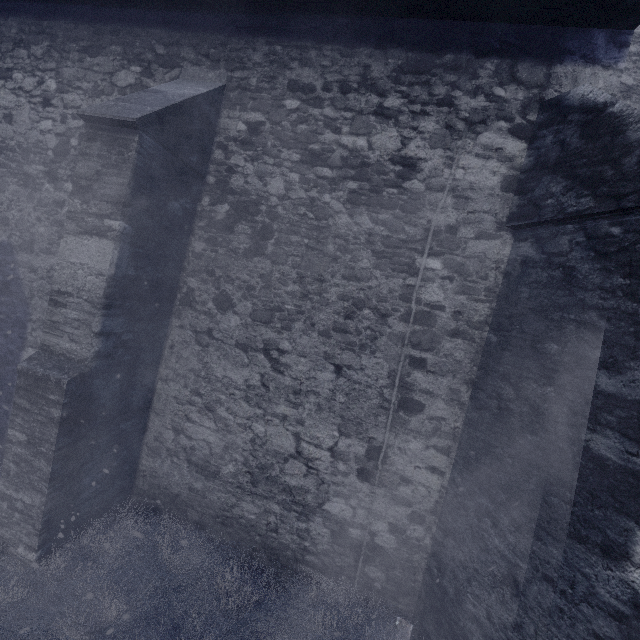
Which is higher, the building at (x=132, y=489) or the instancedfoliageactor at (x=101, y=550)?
the building at (x=132, y=489)

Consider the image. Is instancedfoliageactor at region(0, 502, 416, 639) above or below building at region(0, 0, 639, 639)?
below

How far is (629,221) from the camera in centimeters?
244cm
